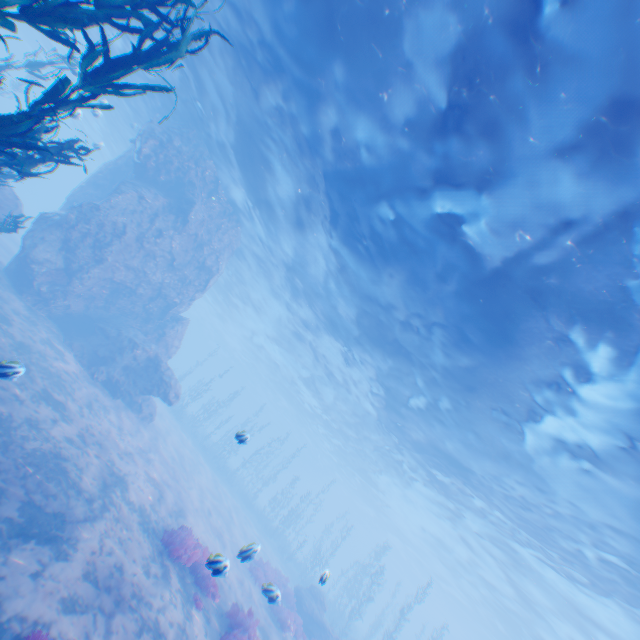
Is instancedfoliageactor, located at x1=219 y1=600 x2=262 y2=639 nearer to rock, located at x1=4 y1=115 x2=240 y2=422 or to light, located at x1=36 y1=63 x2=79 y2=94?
rock, located at x1=4 y1=115 x2=240 y2=422

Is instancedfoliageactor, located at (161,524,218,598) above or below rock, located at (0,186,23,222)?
below

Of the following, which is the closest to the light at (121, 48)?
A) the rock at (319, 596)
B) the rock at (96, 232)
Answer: the rock at (96, 232)

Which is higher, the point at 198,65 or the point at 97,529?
the point at 198,65

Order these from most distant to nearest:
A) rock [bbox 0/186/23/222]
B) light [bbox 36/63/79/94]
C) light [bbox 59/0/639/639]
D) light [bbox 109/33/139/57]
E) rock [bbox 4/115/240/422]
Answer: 1. light [bbox 109/33/139/57]
2. rock [bbox 4/115/240/422]
3. rock [bbox 0/186/23/222]
4. light [bbox 36/63/79/94]
5. light [bbox 59/0/639/639]

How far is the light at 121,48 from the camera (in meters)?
18.98

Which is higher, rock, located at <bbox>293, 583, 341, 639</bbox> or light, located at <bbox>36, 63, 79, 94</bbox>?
light, located at <bbox>36, 63, 79, 94</bbox>

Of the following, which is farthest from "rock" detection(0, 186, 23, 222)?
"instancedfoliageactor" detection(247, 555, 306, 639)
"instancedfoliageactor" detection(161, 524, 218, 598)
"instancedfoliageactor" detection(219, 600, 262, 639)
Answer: "instancedfoliageactor" detection(247, 555, 306, 639)
